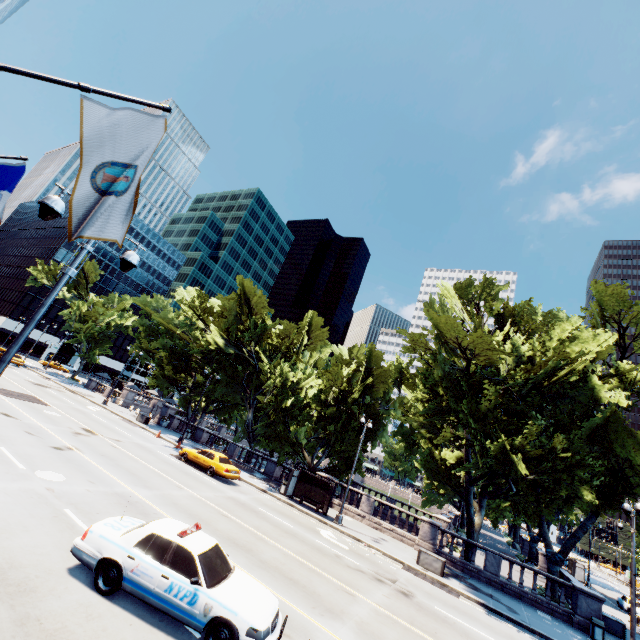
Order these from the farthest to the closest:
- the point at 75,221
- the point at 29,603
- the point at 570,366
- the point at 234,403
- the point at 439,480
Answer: the point at 234,403 → the point at 439,480 → the point at 570,366 → the point at 29,603 → the point at 75,221

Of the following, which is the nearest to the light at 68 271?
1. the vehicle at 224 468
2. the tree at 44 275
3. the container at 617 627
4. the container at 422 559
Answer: the tree at 44 275

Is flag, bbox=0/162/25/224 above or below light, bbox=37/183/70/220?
above

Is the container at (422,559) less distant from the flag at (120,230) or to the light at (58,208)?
the light at (58,208)

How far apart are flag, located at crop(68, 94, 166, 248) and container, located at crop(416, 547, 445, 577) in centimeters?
2309cm

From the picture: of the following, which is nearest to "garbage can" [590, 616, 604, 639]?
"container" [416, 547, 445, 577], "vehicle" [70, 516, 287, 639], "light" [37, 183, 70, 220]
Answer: "container" [416, 547, 445, 577]

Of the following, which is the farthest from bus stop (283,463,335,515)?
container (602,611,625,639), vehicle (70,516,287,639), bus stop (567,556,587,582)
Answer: bus stop (567,556,587,582)

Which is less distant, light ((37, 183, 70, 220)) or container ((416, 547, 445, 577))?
light ((37, 183, 70, 220))
